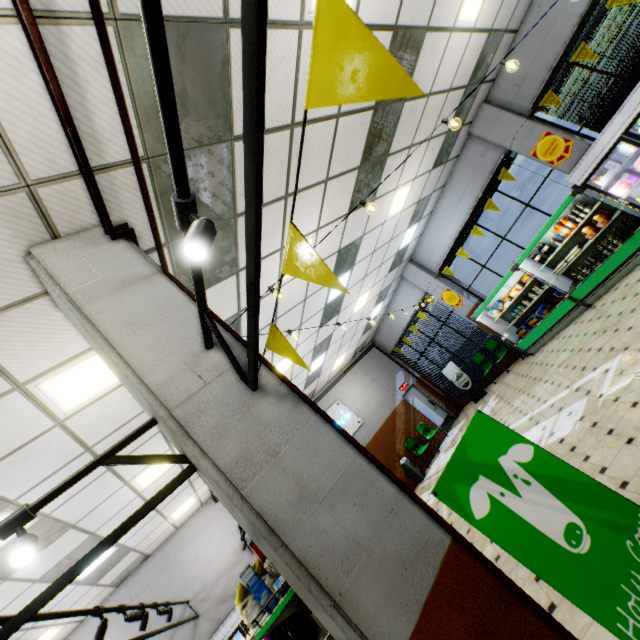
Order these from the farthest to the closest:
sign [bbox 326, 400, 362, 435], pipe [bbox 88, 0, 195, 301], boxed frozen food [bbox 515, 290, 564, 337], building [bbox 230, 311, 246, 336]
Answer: sign [bbox 326, 400, 362, 435] < boxed frozen food [bbox 515, 290, 564, 337] < building [bbox 230, 311, 246, 336] < pipe [bbox 88, 0, 195, 301]

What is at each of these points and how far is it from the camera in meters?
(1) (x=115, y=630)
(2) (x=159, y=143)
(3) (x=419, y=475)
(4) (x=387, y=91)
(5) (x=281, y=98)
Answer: (1) building, 8.2 m
(2) building, 2.8 m
(3) trash can, 11.5 m
(4) banner sign, 0.6 m
(5) building, 3.4 m

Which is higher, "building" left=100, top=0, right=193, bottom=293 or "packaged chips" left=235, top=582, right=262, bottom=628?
"building" left=100, top=0, right=193, bottom=293

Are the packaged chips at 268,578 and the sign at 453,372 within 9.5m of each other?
no

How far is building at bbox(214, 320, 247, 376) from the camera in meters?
2.1 m

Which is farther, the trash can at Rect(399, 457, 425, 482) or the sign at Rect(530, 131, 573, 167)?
the trash can at Rect(399, 457, 425, 482)

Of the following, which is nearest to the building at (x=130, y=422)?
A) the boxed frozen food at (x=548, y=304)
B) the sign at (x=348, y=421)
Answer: the sign at (x=348, y=421)

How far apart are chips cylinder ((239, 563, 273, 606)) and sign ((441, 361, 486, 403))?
10.35m
